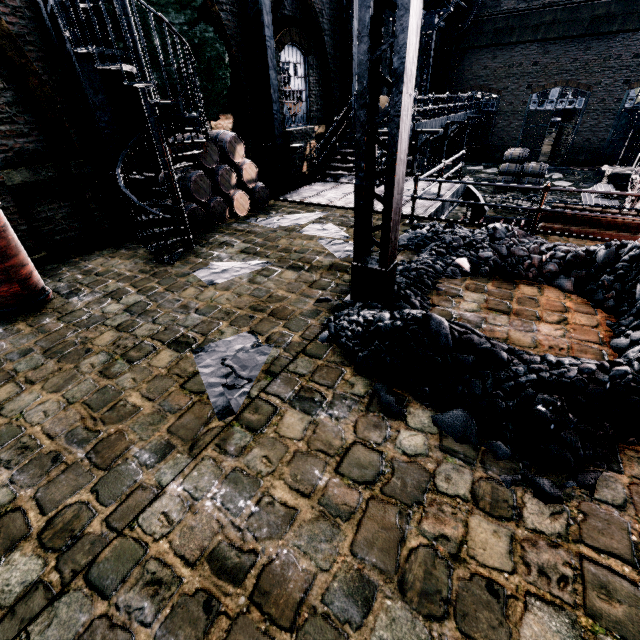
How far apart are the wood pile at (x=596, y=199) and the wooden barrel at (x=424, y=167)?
9.73m

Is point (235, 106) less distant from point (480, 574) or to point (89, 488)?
point (89, 488)

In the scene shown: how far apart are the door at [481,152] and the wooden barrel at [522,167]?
10.4m

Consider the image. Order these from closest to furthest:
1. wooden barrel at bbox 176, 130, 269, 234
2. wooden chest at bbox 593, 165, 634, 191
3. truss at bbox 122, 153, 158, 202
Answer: truss at bbox 122, 153, 158, 202, wooden barrel at bbox 176, 130, 269, 234, wooden chest at bbox 593, 165, 634, 191

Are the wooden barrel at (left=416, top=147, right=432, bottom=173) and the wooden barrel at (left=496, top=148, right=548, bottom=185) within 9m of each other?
yes

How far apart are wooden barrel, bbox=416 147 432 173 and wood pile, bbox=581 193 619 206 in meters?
9.7 m

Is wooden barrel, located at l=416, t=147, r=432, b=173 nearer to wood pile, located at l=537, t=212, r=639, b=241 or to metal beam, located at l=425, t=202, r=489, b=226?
metal beam, located at l=425, t=202, r=489, b=226

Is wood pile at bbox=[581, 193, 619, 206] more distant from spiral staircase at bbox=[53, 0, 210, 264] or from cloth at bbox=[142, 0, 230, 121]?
spiral staircase at bbox=[53, 0, 210, 264]
